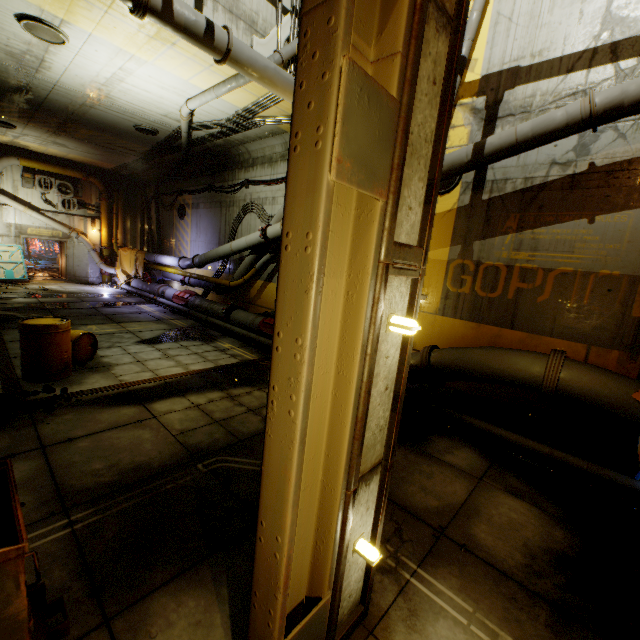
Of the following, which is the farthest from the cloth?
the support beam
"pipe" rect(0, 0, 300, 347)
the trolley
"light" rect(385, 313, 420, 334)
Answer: "light" rect(385, 313, 420, 334)

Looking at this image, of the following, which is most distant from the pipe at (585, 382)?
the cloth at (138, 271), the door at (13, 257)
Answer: the door at (13, 257)

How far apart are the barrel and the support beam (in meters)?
6.88

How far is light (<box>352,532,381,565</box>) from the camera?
2.4 meters

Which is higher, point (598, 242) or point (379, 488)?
point (598, 242)

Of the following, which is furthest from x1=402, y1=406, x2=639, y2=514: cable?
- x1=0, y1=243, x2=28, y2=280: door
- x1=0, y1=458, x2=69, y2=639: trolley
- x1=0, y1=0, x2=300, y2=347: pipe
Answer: x1=0, y1=458, x2=69, y2=639: trolley

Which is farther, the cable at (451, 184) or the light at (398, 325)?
the cable at (451, 184)

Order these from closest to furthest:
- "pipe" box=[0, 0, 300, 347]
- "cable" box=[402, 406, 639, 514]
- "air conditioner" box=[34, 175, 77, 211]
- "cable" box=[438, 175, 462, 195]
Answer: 1. "cable" box=[402, 406, 639, 514]
2. "pipe" box=[0, 0, 300, 347]
3. "cable" box=[438, 175, 462, 195]
4. "air conditioner" box=[34, 175, 77, 211]
